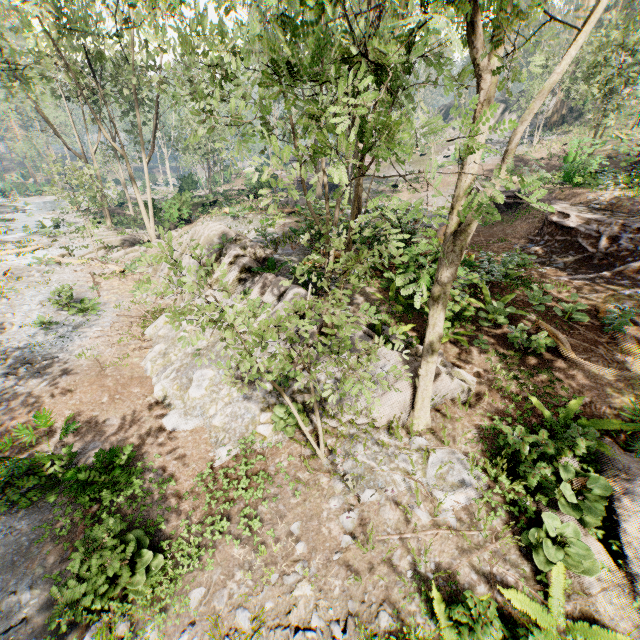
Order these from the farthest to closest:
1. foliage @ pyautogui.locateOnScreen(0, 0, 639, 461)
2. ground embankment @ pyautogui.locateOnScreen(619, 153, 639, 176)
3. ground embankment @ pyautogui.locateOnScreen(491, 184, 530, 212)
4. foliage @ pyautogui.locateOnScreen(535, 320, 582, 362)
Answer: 1. ground embankment @ pyautogui.locateOnScreen(491, 184, 530, 212)
2. ground embankment @ pyautogui.locateOnScreen(619, 153, 639, 176)
3. foliage @ pyautogui.locateOnScreen(535, 320, 582, 362)
4. foliage @ pyautogui.locateOnScreen(0, 0, 639, 461)

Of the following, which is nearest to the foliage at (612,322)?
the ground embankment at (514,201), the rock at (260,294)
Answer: the rock at (260,294)

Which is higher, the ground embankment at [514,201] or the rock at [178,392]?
the ground embankment at [514,201]

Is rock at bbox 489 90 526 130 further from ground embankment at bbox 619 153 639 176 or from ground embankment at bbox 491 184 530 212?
ground embankment at bbox 491 184 530 212

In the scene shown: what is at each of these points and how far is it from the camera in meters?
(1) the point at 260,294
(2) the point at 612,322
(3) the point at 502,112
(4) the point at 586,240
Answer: (1) rock, 12.1
(2) foliage, 8.2
(3) rock, 46.7
(4) ground embankment, 13.2

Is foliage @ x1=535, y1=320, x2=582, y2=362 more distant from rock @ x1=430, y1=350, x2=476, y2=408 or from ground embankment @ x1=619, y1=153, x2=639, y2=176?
ground embankment @ x1=619, y1=153, x2=639, y2=176

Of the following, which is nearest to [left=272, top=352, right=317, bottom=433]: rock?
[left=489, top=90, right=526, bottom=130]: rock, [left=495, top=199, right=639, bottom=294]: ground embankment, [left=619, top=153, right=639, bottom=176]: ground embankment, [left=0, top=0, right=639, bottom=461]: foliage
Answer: [left=0, top=0, right=639, bottom=461]: foliage

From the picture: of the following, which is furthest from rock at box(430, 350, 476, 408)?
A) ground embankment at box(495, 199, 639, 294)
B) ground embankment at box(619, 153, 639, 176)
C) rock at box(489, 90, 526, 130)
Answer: rock at box(489, 90, 526, 130)
